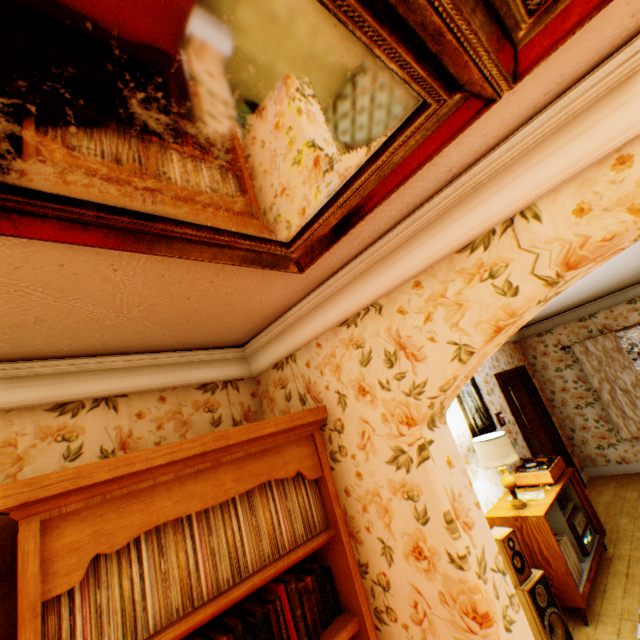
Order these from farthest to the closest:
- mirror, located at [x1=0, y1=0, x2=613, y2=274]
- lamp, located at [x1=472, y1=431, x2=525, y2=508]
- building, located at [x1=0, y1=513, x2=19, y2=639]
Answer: lamp, located at [x1=472, y1=431, x2=525, y2=508] → building, located at [x1=0, y1=513, x2=19, y2=639] → mirror, located at [x1=0, y1=0, x2=613, y2=274]

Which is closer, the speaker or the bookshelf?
the bookshelf

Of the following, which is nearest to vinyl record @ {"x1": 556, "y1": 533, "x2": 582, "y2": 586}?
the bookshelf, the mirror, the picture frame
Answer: the picture frame

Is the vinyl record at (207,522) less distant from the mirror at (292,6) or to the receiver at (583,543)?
the mirror at (292,6)

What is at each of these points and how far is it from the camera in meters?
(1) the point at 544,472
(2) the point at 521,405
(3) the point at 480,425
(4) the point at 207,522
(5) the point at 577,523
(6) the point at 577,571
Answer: (1) turntable, 4.0
(2) childactor, 6.6
(3) picture frame, 4.6
(4) vinyl record, 1.4
(5) amplifier, 3.9
(6) vinyl record, 3.4

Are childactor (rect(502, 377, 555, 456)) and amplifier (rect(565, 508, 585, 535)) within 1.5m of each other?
no

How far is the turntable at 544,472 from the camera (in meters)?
3.98

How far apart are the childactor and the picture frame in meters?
2.3 m
